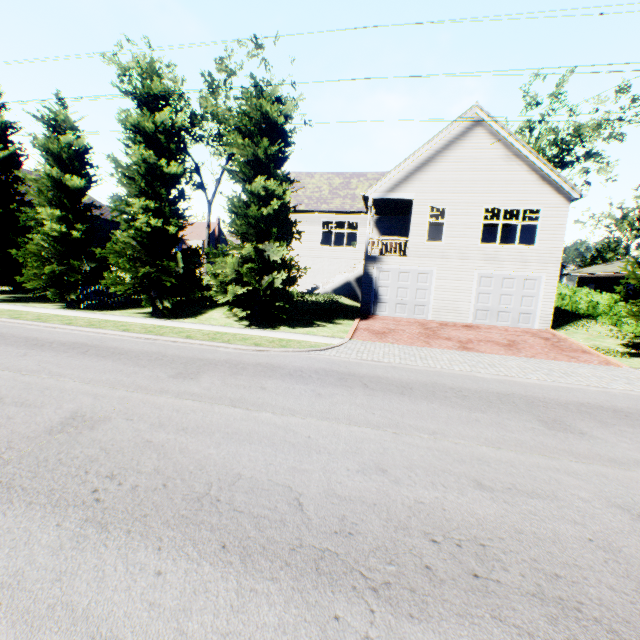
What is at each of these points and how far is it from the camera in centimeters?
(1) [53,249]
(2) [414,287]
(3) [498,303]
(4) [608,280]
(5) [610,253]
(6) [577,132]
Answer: (1) tree, 1675cm
(2) garage door, 1847cm
(3) garage door, 1762cm
(4) house, 2831cm
(5) tree, 3862cm
(6) tree, 2698cm

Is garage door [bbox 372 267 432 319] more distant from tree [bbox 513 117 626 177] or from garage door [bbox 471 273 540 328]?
tree [bbox 513 117 626 177]

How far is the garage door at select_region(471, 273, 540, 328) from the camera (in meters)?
17.23

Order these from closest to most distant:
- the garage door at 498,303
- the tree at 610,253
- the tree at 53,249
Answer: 1. the tree at 610,253
2. the tree at 53,249
3. the garage door at 498,303

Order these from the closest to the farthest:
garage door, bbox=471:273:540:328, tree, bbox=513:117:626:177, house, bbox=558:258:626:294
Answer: garage door, bbox=471:273:540:328 < tree, bbox=513:117:626:177 < house, bbox=558:258:626:294

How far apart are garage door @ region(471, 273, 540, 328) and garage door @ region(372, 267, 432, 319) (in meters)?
2.16

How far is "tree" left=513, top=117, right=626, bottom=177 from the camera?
25.9m

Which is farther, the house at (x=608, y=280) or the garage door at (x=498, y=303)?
the house at (x=608, y=280)
